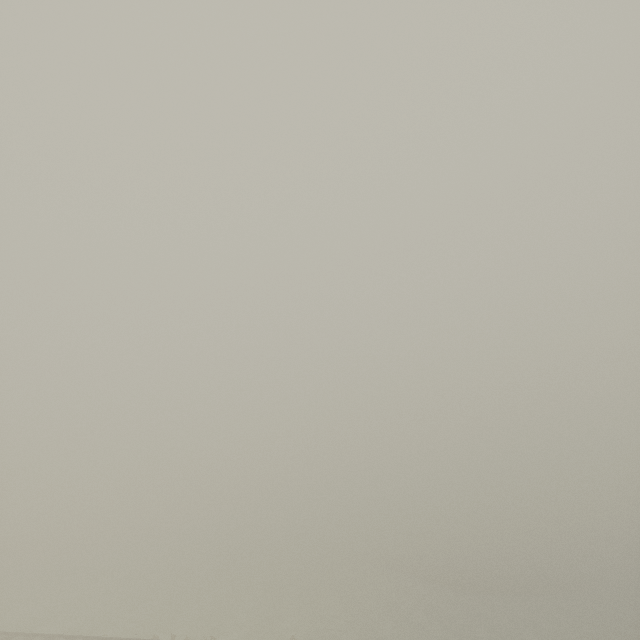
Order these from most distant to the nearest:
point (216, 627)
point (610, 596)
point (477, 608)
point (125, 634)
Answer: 1. point (610, 596)
2. point (477, 608)
3. point (216, 627)
4. point (125, 634)
